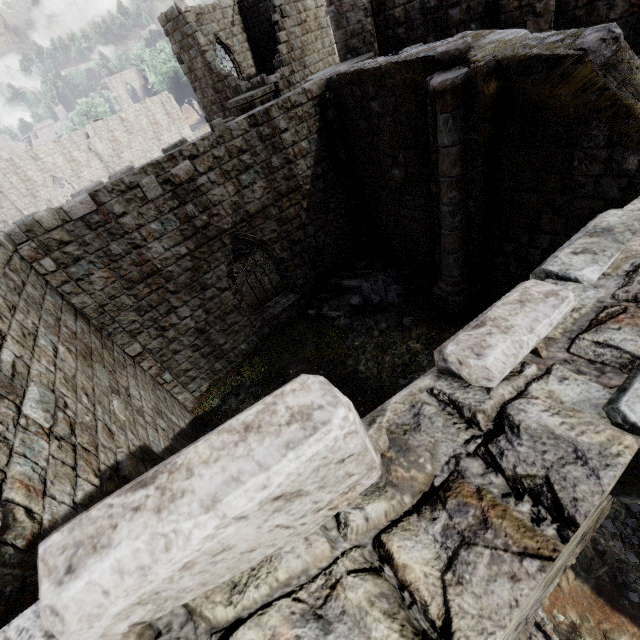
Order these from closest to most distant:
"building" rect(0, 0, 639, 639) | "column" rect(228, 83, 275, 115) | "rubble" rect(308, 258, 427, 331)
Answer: "building" rect(0, 0, 639, 639) → "rubble" rect(308, 258, 427, 331) → "column" rect(228, 83, 275, 115)

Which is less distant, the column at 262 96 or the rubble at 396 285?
the rubble at 396 285

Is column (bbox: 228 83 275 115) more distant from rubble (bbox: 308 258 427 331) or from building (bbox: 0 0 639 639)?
rubble (bbox: 308 258 427 331)

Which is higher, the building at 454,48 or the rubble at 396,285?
the building at 454,48

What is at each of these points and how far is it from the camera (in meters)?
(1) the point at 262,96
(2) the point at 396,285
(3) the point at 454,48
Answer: (1) column, 15.38
(2) rubble, 10.98
(3) building, 6.14

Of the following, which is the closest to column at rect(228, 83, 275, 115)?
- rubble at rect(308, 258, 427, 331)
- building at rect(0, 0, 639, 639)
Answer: building at rect(0, 0, 639, 639)

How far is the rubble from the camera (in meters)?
10.65
